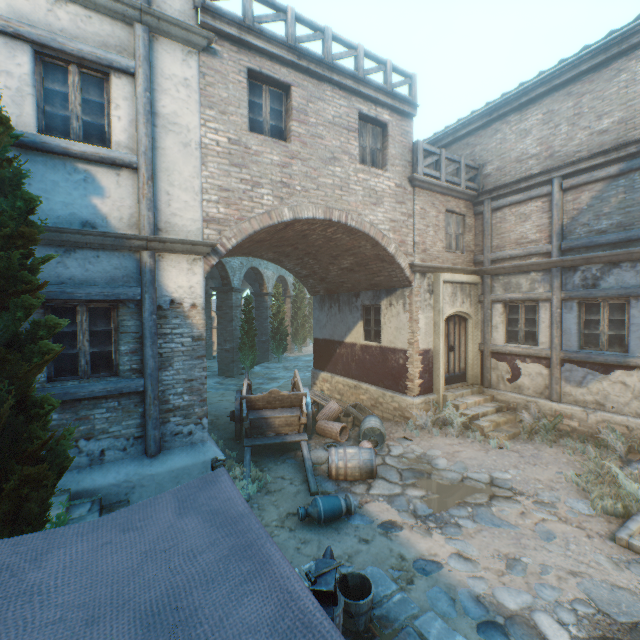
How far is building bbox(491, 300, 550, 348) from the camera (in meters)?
9.30

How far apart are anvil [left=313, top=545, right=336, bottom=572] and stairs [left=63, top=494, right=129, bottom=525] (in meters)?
2.43

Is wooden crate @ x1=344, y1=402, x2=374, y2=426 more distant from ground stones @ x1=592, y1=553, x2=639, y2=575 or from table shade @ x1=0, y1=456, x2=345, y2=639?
table shade @ x1=0, y1=456, x2=345, y2=639

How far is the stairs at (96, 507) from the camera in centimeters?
473cm

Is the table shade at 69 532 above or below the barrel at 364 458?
above

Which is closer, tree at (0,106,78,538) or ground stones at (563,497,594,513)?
tree at (0,106,78,538)

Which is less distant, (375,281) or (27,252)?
(27,252)

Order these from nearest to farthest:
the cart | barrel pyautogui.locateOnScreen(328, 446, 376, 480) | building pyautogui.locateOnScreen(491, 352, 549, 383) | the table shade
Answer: the table shade < barrel pyautogui.locateOnScreen(328, 446, 376, 480) < the cart < building pyautogui.locateOnScreen(491, 352, 549, 383)
